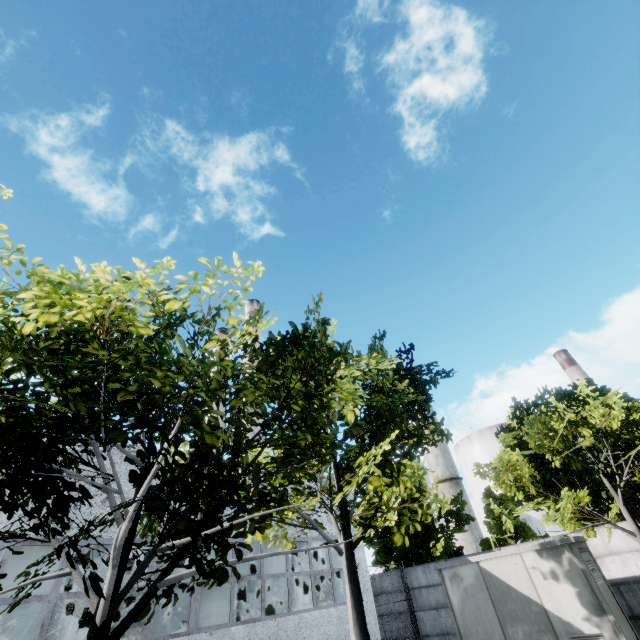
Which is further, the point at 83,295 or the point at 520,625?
the point at 520,625

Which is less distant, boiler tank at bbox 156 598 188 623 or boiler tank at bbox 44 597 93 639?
boiler tank at bbox 44 597 93 639

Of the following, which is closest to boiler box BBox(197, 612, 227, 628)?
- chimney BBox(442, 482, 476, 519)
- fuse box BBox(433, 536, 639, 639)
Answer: fuse box BBox(433, 536, 639, 639)

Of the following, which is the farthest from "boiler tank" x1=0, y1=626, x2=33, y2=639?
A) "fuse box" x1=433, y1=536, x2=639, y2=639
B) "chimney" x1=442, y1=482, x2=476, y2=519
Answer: "chimney" x1=442, y1=482, x2=476, y2=519

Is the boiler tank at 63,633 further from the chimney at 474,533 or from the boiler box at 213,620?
the chimney at 474,533

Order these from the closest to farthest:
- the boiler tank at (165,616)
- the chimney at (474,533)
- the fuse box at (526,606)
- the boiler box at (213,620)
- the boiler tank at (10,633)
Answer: the fuse box at (526,606) → the boiler box at (213,620) → the boiler tank at (10,633) → the boiler tank at (165,616) → the chimney at (474,533)

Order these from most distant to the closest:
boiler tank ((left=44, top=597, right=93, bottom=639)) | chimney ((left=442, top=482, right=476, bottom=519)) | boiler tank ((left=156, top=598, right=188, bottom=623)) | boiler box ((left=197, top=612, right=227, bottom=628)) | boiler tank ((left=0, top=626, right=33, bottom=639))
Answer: chimney ((left=442, top=482, right=476, bottom=519)) → boiler tank ((left=156, top=598, right=188, bottom=623)) → boiler tank ((left=44, top=597, right=93, bottom=639)) → boiler tank ((left=0, top=626, right=33, bottom=639)) → boiler box ((left=197, top=612, right=227, bottom=628))
